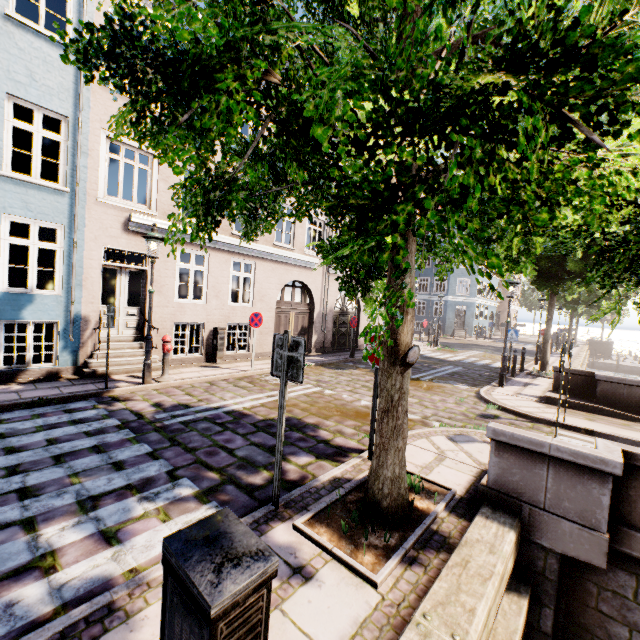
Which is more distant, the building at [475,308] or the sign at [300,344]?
the building at [475,308]

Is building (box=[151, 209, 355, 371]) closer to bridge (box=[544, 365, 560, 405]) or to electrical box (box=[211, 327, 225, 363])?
bridge (box=[544, 365, 560, 405])

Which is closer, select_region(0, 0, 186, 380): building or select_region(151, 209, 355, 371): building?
select_region(0, 0, 186, 380): building

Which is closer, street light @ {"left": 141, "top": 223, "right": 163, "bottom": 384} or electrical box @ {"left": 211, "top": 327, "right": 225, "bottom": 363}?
street light @ {"left": 141, "top": 223, "right": 163, "bottom": 384}

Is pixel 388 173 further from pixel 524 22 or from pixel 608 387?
pixel 608 387

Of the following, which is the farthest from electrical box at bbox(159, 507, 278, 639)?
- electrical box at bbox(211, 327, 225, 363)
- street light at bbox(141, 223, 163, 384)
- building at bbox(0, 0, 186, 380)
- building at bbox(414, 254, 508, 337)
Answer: building at bbox(0, 0, 186, 380)

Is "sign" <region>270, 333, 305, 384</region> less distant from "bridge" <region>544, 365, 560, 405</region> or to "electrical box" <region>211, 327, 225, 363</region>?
"bridge" <region>544, 365, 560, 405</region>

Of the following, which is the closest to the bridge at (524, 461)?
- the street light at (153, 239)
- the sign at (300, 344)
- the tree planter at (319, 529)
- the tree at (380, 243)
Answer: the tree planter at (319, 529)
